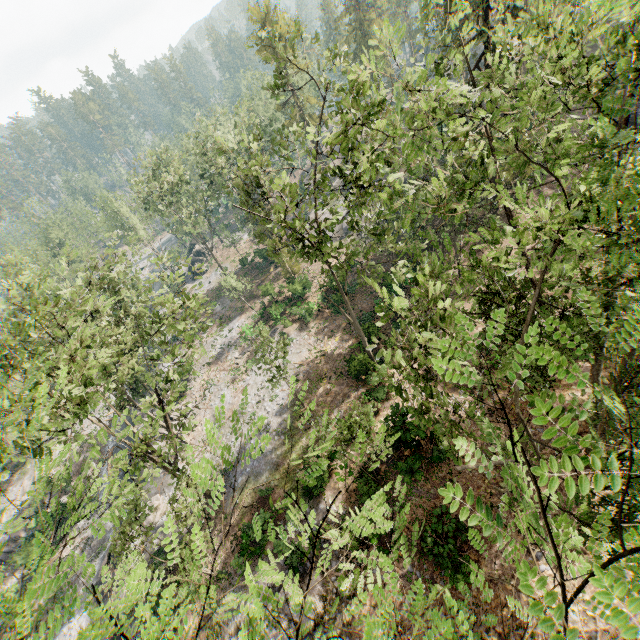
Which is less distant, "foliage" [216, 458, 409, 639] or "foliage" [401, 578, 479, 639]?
"foliage" [401, 578, 479, 639]

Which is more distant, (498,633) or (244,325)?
(244,325)

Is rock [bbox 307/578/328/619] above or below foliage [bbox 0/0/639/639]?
below

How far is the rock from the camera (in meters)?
15.49

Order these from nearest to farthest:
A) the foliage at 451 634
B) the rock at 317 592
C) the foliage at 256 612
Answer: the foliage at 451 634, the foliage at 256 612, the rock at 317 592

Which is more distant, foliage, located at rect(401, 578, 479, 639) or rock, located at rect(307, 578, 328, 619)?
rock, located at rect(307, 578, 328, 619)

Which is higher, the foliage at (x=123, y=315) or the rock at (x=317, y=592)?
the foliage at (x=123, y=315)
